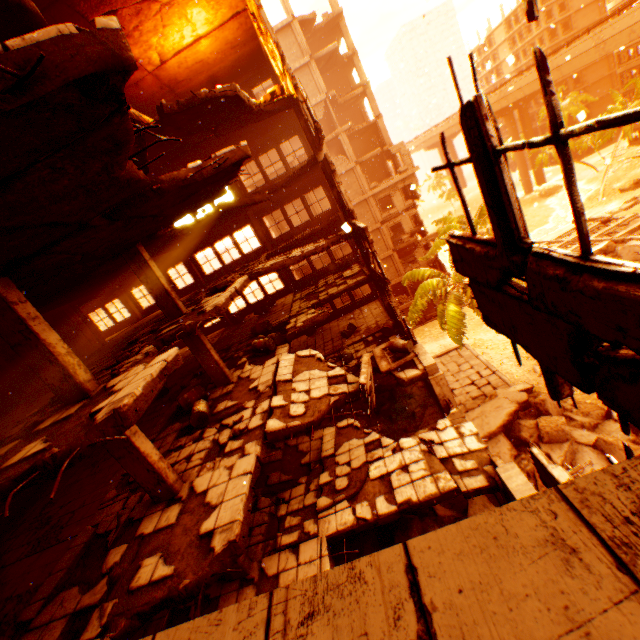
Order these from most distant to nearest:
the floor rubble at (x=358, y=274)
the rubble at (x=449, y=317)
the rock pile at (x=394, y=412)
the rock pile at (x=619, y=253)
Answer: the rock pile at (x=619, y=253) < the rubble at (x=449, y=317) < the floor rubble at (x=358, y=274) < the rock pile at (x=394, y=412)

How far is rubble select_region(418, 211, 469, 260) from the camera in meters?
26.7

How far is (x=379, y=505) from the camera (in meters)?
8.29

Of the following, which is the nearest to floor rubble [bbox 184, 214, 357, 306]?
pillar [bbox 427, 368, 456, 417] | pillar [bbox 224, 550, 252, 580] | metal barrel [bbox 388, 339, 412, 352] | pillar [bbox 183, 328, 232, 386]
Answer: pillar [bbox 224, 550, 252, 580]

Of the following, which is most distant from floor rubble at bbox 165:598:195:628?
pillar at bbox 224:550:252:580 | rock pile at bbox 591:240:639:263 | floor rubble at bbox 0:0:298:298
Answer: rock pile at bbox 591:240:639:263

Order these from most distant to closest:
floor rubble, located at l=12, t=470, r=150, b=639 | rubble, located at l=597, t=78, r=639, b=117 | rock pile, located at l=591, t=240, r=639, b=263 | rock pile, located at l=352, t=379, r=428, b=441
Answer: rubble, located at l=597, t=78, r=639, b=117, rock pile, located at l=591, t=240, r=639, b=263, rock pile, located at l=352, t=379, r=428, b=441, floor rubble, located at l=12, t=470, r=150, b=639

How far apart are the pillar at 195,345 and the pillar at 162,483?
4.6m

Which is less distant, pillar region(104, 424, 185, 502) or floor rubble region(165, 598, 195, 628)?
pillar region(104, 424, 185, 502)
